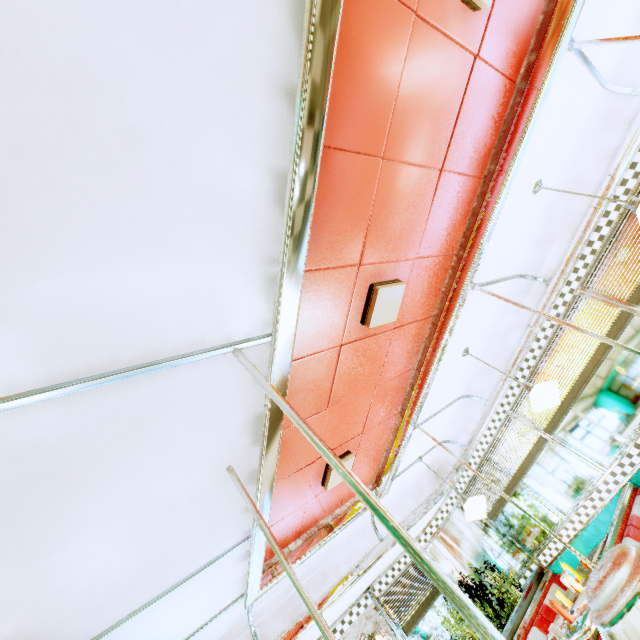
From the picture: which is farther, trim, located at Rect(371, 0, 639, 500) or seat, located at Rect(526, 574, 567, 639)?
seat, located at Rect(526, 574, 567, 639)

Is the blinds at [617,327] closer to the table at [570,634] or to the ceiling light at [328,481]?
the table at [570,634]

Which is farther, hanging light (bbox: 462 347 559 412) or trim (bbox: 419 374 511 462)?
trim (bbox: 419 374 511 462)

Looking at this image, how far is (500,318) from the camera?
4.4m

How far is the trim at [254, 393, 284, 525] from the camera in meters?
2.0 m

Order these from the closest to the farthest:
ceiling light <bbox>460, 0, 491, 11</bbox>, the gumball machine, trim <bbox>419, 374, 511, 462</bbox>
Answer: the gumball machine → ceiling light <bbox>460, 0, 491, 11</bbox> → trim <bbox>419, 374, 511, 462</bbox>

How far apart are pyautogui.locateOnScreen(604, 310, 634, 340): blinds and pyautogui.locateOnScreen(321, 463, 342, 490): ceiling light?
2.8 meters

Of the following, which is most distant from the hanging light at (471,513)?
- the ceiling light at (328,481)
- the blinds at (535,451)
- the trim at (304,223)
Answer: the ceiling light at (328,481)
